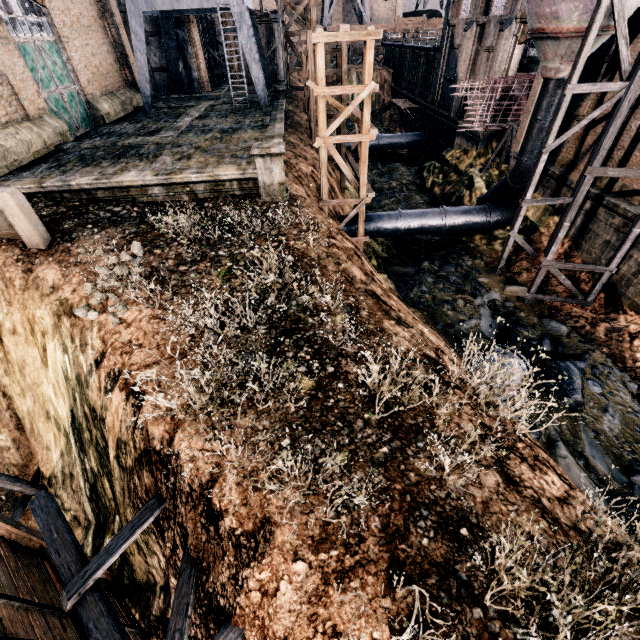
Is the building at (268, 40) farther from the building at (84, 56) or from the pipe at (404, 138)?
the pipe at (404, 138)

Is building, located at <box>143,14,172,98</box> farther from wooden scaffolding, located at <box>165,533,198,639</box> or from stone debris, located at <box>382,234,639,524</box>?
wooden scaffolding, located at <box>165,533,198,639</box>

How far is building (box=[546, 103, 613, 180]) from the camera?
15.9 meters

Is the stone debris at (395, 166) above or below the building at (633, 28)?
below

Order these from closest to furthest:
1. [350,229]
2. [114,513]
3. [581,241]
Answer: [114,513], [581,241], [350,229]

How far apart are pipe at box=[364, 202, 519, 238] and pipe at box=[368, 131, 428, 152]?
18.4m

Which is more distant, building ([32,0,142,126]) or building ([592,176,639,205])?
building ([32,0,142,126])
